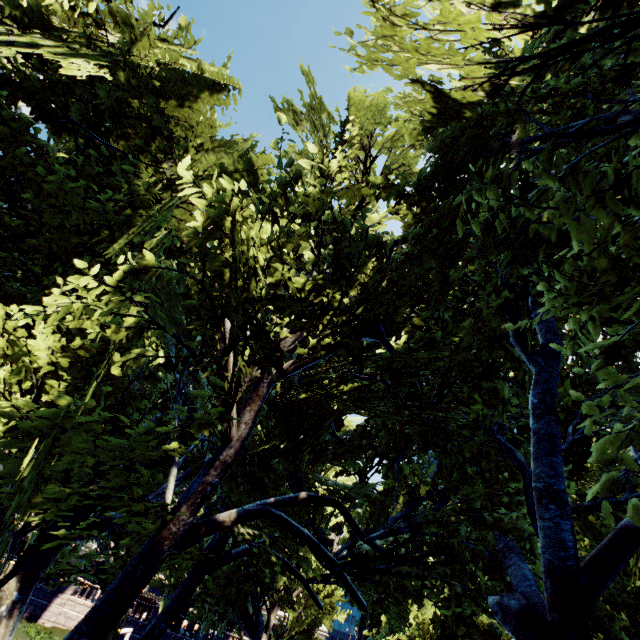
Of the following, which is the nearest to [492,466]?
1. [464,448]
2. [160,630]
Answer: [464,448]
